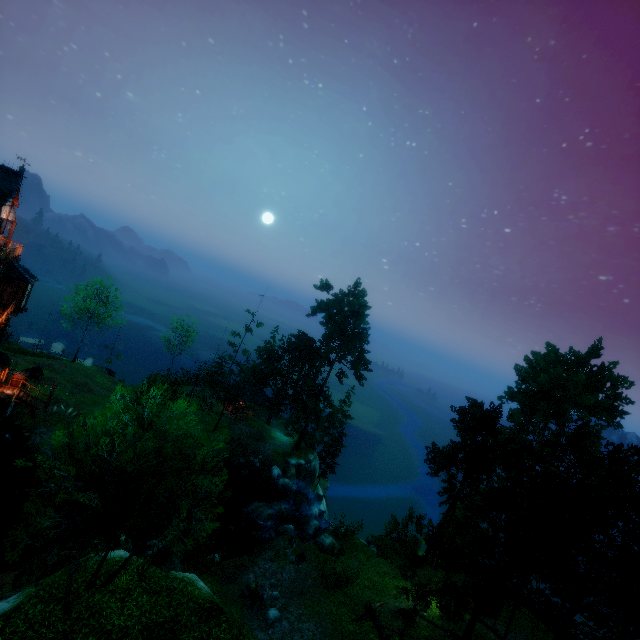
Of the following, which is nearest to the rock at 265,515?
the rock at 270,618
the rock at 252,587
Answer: the rock at 252,587

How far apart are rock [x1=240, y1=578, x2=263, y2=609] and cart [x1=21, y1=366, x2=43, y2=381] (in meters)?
31.44

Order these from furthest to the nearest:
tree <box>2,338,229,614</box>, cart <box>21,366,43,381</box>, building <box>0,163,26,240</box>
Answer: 1. cart <box>21,366,43,381</box>
2. building <box>0,163,26,240</box>
3. tree <box>2,338,229,614</box>

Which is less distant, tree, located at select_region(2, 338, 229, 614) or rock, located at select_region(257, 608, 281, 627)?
tree, located at select_region(2, 338, 229, 614)

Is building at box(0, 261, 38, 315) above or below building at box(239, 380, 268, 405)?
above

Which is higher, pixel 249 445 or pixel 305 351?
pixel 305 351

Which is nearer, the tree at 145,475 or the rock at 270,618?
the tree at 145,475

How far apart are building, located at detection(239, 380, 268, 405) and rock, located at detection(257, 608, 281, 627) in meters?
27.6
